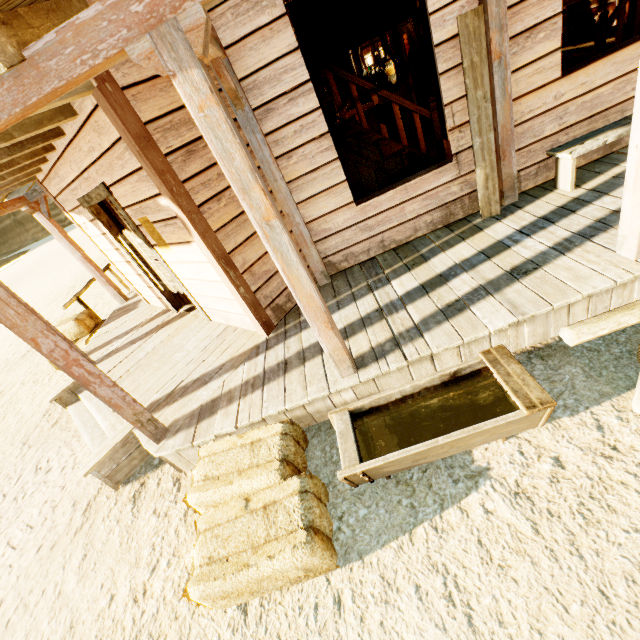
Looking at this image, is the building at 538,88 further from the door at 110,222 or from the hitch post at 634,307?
the hitch post at 634,307

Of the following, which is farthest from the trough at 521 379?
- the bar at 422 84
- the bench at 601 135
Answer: the bar at 422 84

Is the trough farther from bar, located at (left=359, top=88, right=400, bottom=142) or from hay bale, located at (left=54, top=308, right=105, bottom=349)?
bar, located at (left=359, top=88, right=400, bottom=142)

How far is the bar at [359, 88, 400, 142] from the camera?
8.35m

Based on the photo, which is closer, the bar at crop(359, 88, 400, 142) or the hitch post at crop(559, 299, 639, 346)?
the hitch post at crop(559, 299, 639, 346)

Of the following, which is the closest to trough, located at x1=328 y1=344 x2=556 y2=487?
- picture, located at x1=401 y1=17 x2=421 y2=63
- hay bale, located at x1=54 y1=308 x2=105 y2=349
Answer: hay bale, located at x1=54 y1=308 x2=105 y2=349

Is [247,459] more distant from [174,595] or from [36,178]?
[36,178]

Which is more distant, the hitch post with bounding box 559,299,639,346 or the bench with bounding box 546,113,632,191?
the bench with bounding box 546,113,632,191
